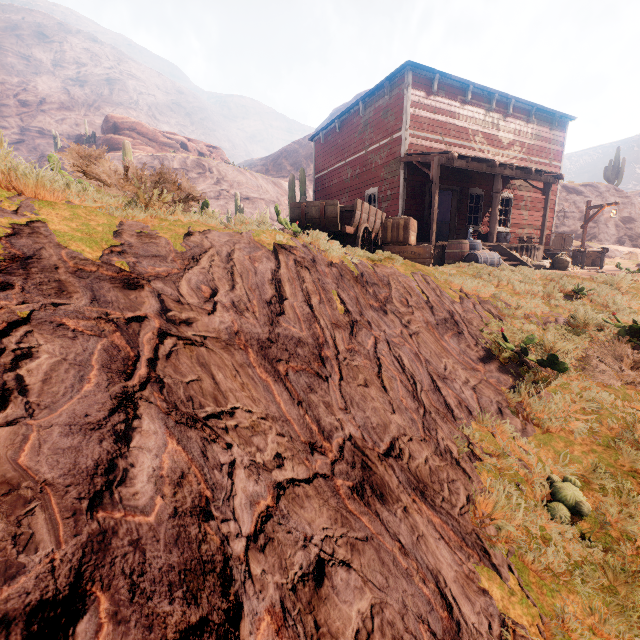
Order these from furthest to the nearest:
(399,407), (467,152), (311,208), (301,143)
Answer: (301,143) → (467,152) → (311,208) → (399,407)

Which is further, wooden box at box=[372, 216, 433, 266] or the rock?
the rock

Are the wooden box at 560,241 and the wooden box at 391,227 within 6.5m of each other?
no

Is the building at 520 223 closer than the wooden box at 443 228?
Yes

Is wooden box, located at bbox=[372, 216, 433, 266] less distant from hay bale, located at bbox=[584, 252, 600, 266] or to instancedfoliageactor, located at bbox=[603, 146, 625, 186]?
hay bale, located at bbox=[584, 252, 600, 266]

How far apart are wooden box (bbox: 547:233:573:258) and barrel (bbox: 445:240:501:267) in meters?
9.3

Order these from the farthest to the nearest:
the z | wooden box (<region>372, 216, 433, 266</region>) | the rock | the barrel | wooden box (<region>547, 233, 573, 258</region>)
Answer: the rock → wooden box (<region>547, 233, 573, 258</region>) → the barrel → wooden box (<region>372, 216, 433, 266</region>) → the z

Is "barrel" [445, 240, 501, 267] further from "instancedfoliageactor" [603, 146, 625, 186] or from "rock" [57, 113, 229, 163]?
"instancedfoliageactor" [603, 146, 625, 186]
